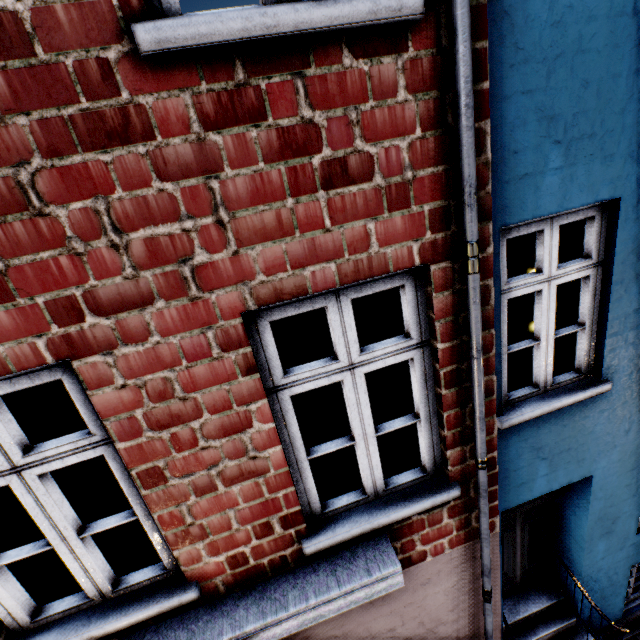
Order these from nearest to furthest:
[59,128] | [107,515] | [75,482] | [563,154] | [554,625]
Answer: [59,128]
[563,154]
[554,625]
[75,482]
[107,515]
